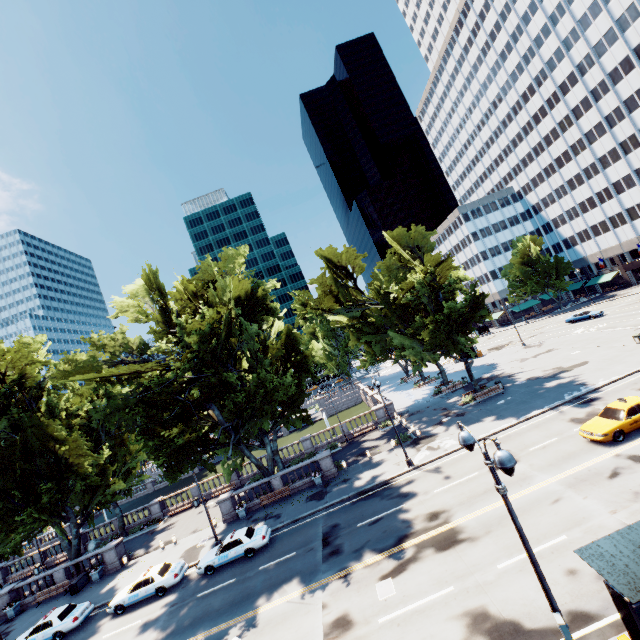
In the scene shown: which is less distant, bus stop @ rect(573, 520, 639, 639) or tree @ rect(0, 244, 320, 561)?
bus stop @ rect(573, 520, 639, 639)

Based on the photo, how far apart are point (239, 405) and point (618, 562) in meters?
21.7

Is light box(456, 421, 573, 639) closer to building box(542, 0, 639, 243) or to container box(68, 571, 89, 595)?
container box(68, 571, 89, 595)

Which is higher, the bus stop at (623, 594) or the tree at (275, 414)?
the tree at (275, 414)

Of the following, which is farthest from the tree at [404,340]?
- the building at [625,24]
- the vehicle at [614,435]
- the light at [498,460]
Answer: the vehicle at [614,435]

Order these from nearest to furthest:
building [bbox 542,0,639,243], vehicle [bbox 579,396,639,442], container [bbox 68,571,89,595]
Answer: vehicle [bbox 579,396,639,442] → container [bbox 68,571,89,595] → building [bbox 542,0,639,243]

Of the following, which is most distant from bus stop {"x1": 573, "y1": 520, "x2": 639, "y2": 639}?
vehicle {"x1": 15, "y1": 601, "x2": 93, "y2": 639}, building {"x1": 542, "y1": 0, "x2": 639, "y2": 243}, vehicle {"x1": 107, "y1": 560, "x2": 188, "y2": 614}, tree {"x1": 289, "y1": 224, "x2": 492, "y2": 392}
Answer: building {"x1": 542, "y1": 0, "x2": 639, "y2": 243}

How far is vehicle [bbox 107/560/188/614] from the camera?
21.7m
